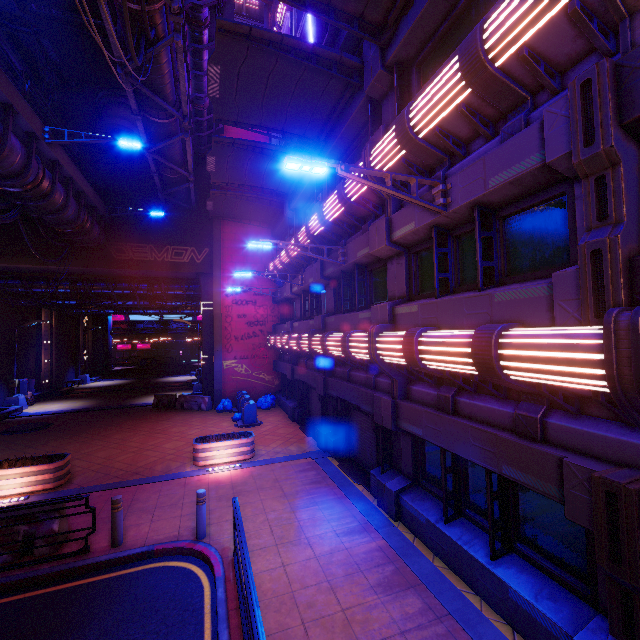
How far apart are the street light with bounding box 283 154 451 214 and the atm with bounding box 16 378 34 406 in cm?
2737

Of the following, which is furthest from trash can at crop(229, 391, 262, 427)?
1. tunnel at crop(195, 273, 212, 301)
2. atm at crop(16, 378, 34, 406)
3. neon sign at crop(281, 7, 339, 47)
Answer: atm at crop(16, 378, 34, 406)

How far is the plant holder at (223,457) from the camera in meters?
11.6

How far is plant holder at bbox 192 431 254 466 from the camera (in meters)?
11.55

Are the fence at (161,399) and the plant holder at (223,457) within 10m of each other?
yes

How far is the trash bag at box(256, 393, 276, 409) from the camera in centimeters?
2025cm

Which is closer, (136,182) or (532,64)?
(532,64)

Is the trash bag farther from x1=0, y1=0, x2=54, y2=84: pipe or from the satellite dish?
the satellite dish
